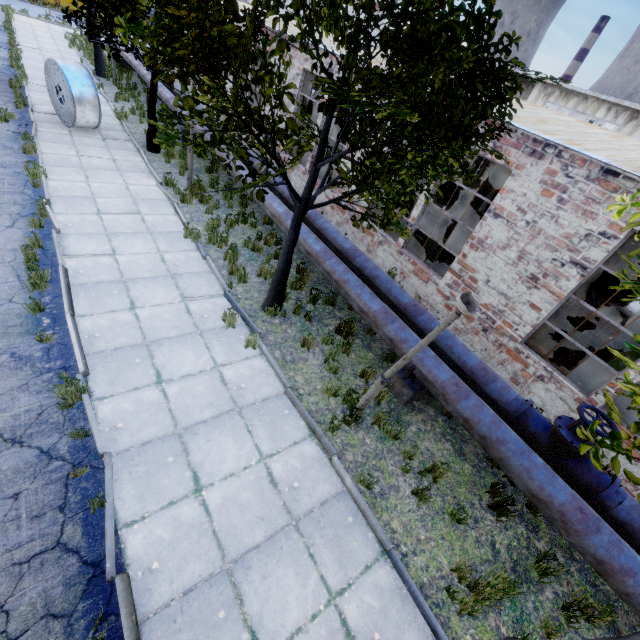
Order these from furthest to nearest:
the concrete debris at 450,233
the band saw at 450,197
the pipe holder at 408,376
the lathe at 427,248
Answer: the band saw at 450,197 → the concrete debris at 450,233 → the lathe at 427,248 → the pipe holder at 408,376

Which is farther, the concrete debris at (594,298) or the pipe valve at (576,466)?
the concrete debris at (594,298)

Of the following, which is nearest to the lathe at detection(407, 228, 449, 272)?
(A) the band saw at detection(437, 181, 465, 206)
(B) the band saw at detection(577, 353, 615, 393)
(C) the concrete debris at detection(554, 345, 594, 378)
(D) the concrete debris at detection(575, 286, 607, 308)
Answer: (C) the concrete debris at detection(554, 345, 594, 378)

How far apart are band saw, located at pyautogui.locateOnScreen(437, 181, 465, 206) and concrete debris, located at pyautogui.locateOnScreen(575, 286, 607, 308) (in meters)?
7.34

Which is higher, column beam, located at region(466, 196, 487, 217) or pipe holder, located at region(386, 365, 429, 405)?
column beam, located at region(466, 196, 487, 217)

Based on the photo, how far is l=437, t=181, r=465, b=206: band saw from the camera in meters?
19.1 m

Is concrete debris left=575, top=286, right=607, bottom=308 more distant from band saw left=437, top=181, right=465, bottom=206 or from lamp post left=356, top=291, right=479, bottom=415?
lamp post left=356, top=291, right=479, bottom=415

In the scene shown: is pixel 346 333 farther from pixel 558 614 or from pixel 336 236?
pixel 558 614
